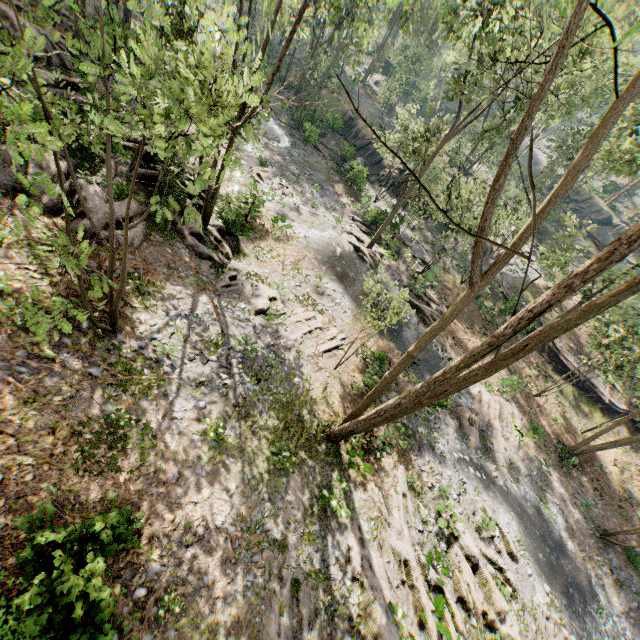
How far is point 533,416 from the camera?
24.6 meters

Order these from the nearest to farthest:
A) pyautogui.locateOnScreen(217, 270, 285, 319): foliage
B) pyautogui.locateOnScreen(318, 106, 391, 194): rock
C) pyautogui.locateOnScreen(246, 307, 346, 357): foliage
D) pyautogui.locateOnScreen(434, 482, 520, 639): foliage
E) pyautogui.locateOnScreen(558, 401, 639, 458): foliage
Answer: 1. pyautogui.locateOnScreen(434, 482, 520, 639): foliage
2. pyautogui.locateOnScreen(246, 307, 346, 357): foliage
3. pyautogui.locateOnScreen(217, 270, 285, 319): foliage
4. pyautogui.locateOnScreen(558, 401, 639, 458): foliage
5. pyautogui.locateOnScreen(318, 106, 391, 194): rock

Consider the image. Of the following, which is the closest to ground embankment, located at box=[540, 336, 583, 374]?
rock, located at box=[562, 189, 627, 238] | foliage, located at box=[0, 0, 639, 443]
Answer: foliage, located at box=[0, 0, 639, 443]

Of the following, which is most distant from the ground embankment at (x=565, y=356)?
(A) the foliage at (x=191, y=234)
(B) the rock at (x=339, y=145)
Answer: (B) the rock at (x=339, y=145)

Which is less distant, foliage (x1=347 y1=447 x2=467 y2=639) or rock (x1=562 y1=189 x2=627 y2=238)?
foliage (x1=347 y1=447 x2=467 y2=639)

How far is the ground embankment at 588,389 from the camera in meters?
29.2 m

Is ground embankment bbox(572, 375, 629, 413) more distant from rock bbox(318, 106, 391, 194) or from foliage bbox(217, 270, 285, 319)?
rock bbox(318, 106, 391, 194)

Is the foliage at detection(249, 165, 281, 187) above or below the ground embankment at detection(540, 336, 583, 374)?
below
